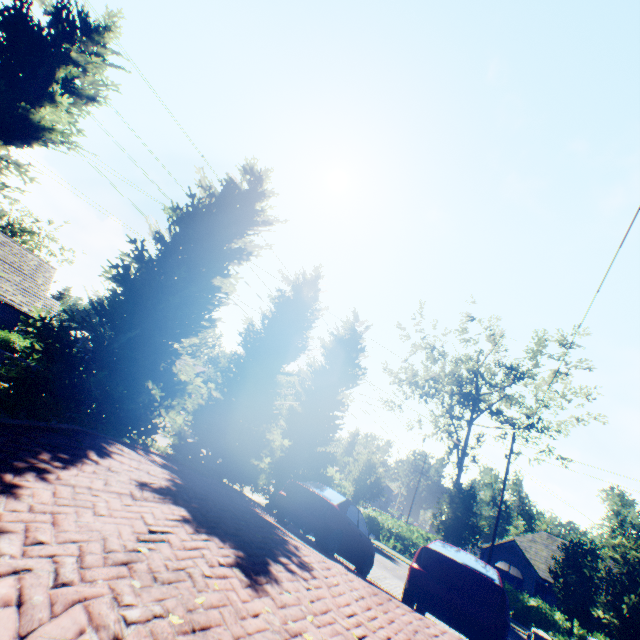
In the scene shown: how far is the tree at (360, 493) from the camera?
Result: 27.70m

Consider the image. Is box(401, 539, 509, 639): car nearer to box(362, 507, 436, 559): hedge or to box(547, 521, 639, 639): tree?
box(547, 521, 639, 639): tree

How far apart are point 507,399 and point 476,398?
7.37m

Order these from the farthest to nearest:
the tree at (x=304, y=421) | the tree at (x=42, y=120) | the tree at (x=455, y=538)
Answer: the tree at (x=455, y=538), the tree at (x=304, y=421), the tree at (x=42, y=120)

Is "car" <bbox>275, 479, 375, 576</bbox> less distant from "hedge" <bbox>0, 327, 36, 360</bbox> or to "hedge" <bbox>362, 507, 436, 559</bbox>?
"hedge" <bbox>0, 327, 36, 360</bbox>

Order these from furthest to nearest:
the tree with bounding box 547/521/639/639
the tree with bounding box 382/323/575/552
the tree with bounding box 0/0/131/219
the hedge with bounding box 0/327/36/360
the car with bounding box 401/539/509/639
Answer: the tree with bounding box 382/323/575/552, the hedge with bounding box 0/327/36/360, the tree with bounding box 547/521/639/639, the tree with bounding box 0/0/131/219, the car with bounding box 401/539/509/639

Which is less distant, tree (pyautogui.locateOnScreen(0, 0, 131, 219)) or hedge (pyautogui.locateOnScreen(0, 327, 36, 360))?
tree (pyautogui.locateOnScreen(0, 0, 131, 219))
